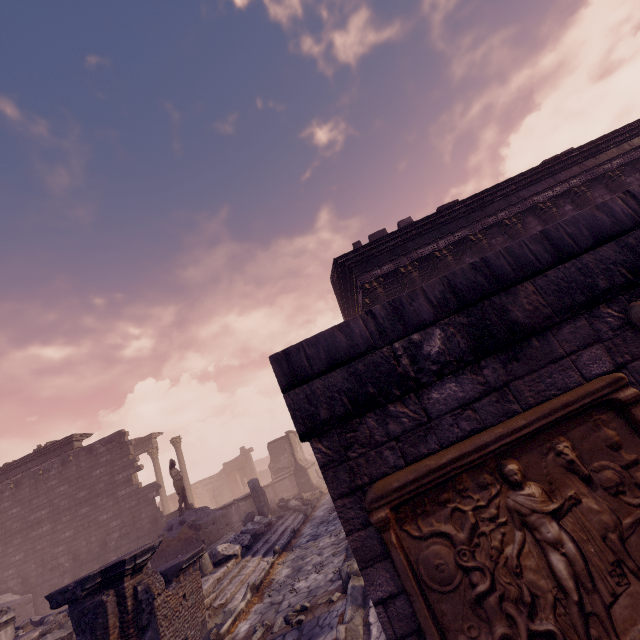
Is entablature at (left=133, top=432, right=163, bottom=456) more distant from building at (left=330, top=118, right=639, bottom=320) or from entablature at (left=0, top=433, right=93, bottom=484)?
building at (left=330, top=118, right=639, bottom=320)

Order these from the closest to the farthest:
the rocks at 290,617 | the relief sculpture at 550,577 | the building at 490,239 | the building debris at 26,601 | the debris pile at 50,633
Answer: the relief sculpture at 550,577 → the rocks at 290,617 → the debris pile at 50,633 → the building debris at 26,601 → the building at 490,239

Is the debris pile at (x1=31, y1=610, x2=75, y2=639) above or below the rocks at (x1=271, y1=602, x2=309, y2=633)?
above

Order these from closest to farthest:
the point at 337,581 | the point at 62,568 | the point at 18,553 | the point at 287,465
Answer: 1. the point at 337,581
2. the point at 62,568
3. the point at 18,553
4. the point at 287,465

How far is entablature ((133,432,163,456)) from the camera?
23.3m

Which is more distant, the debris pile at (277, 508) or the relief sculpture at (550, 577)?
the debris pile at (277, 508)

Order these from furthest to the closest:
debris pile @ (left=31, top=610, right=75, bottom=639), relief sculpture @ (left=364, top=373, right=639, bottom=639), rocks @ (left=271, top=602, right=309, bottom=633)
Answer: debris pile @ (left=31, top=610, right=75, bottom=639), rocks @ (left=271, top=602, right=309, bottom=633), relief sculpture @ (left=364, top=373, right=639, bottom=639)

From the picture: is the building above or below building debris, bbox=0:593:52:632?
above
